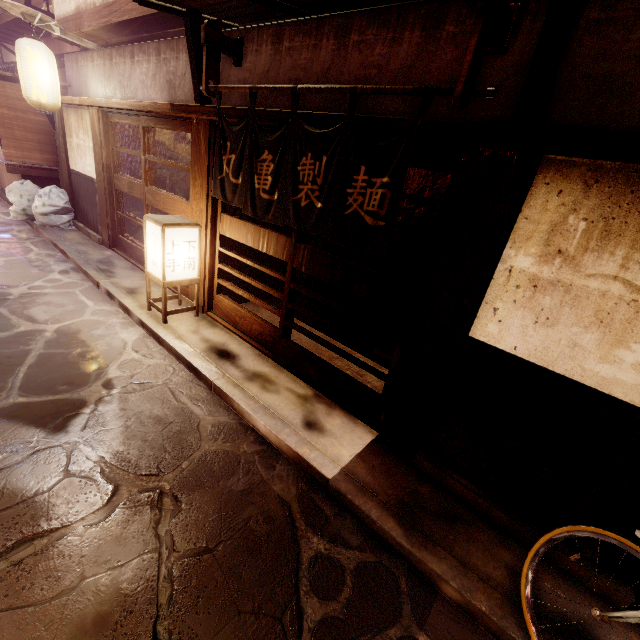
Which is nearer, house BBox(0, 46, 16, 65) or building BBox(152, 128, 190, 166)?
building BBox(152, 128, 190, 166)

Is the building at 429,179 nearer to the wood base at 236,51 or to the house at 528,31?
the house at 528,31

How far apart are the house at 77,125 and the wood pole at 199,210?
7.2m

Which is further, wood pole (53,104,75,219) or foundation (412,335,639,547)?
wood pole (53,104,75,219)

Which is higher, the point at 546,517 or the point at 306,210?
the point at 306,210

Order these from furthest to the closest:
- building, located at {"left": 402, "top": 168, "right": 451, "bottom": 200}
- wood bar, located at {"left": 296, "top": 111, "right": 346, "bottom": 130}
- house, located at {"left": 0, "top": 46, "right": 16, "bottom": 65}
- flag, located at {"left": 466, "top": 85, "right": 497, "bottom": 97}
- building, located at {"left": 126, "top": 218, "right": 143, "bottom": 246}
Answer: house, located at {"left": 0, "top": 46, "right": 16, "bottom": 65} → building, located at {"left": 126, "top": 218, "right": 143, "bottom": 246} → building, located at {"left": 402, "top": 168, "right": 451, "bottom": 200} → wood bar, located at {"left": 296, "top": 111, "right": 346, "bottom": 130} → flag, located at {"left": 466, "top": 85, "right": 497, "bottom": 97}

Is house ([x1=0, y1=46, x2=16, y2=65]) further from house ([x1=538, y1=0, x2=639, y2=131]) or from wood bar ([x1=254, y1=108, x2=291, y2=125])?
wood bar ([x1=254, y1=108, x2=291, y2=125])

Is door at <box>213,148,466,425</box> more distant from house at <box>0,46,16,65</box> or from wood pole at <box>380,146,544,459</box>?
house at <box>0,46,16,65</box>
